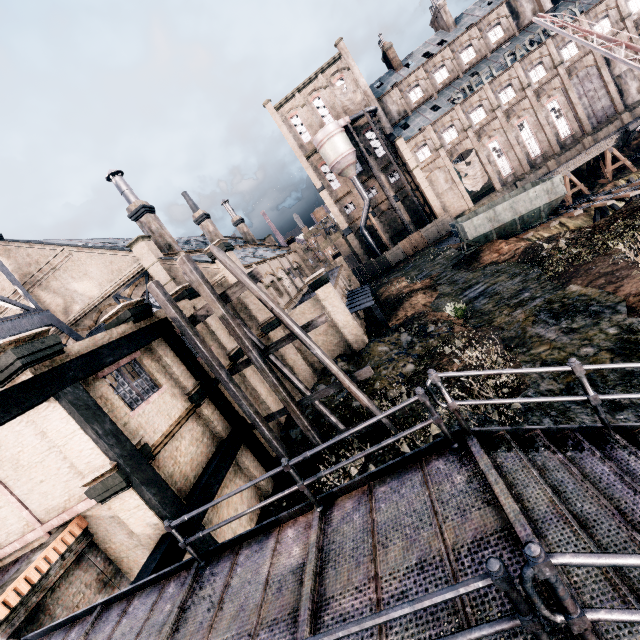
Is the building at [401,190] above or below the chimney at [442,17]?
below

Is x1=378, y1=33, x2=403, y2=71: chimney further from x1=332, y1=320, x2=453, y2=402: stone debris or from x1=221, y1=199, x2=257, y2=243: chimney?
x1=332, y1=320, x2=453, y2=402: stone debris

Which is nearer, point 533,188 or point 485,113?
point 533,188

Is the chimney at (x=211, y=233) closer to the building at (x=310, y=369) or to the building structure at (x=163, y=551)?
the building at (x=310, y=369)

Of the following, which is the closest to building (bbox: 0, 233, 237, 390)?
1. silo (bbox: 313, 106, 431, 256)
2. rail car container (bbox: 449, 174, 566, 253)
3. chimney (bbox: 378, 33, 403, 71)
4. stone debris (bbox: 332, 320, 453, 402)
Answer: stone debris (bbox: 332, 320, 453, 402)

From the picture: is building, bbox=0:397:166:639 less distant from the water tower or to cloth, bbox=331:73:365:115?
the water tower

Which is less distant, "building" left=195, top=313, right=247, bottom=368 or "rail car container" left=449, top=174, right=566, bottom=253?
"building" left=195, top=313, right=247, bottom=368

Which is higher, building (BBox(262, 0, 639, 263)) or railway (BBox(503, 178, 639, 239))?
building (BBox(262, 0, 639, 263))
